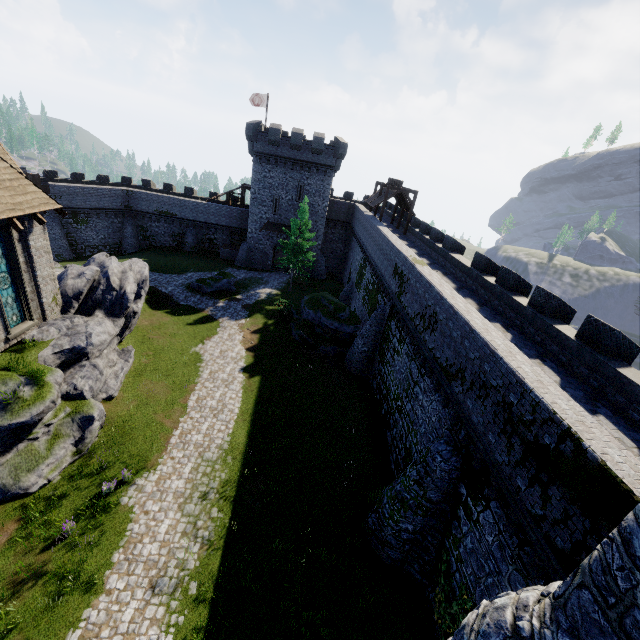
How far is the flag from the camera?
40.51m

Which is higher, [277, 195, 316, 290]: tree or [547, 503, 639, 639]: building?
[547, 503, 639, 639]: building

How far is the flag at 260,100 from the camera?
40.5m

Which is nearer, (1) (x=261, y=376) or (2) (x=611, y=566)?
(2) (x=611, y=566)

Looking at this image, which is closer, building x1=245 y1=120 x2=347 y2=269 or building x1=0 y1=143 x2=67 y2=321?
building x1=0 y1=143 x2=67 y2=321

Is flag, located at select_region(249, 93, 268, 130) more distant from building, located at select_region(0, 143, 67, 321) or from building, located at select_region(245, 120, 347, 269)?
building, located at select_region(0, 143, 67, 321)

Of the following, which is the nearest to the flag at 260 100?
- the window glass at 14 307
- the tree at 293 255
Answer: the tree at 293 255

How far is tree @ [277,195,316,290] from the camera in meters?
33.6 m
